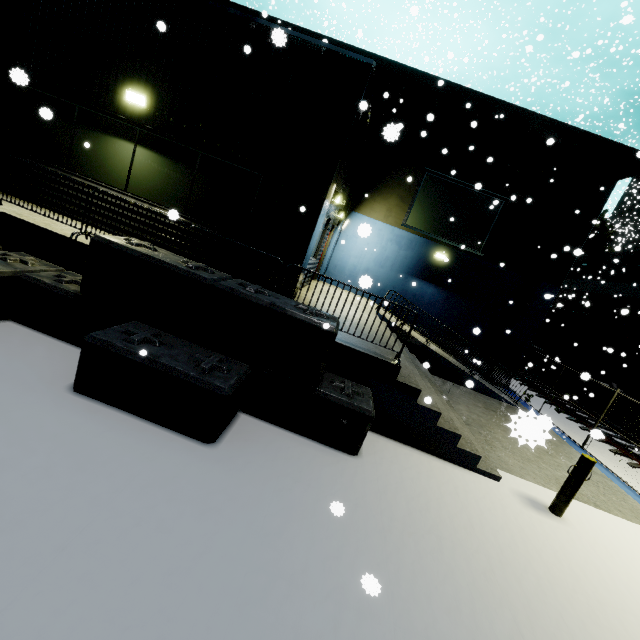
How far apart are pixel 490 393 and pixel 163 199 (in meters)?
12.50

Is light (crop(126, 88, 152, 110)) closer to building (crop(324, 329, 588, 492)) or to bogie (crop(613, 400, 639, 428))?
building (crop(324, 329, 588, 492))

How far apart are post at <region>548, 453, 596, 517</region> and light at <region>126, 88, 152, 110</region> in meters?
10.7

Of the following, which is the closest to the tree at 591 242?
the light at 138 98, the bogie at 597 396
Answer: the bogie at 597 396

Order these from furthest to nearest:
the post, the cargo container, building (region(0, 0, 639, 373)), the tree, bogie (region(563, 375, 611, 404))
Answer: the tree < bogie (region(563, 375, 611, 404)) < the cargo container < building (region(0, 0, 639, 373)) < the post

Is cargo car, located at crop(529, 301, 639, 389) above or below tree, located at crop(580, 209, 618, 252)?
below

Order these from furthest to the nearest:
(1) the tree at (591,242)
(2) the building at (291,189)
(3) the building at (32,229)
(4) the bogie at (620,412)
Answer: (1) the tree at (591,242) → (4) the bogie at (620,412) → (2) the building at (291,189) → (3) the building at (32,229)

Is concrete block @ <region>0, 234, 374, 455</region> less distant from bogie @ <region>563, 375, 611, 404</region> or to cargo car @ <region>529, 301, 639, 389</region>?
cargo car @ <region>529, 301, 639, 389</region>
